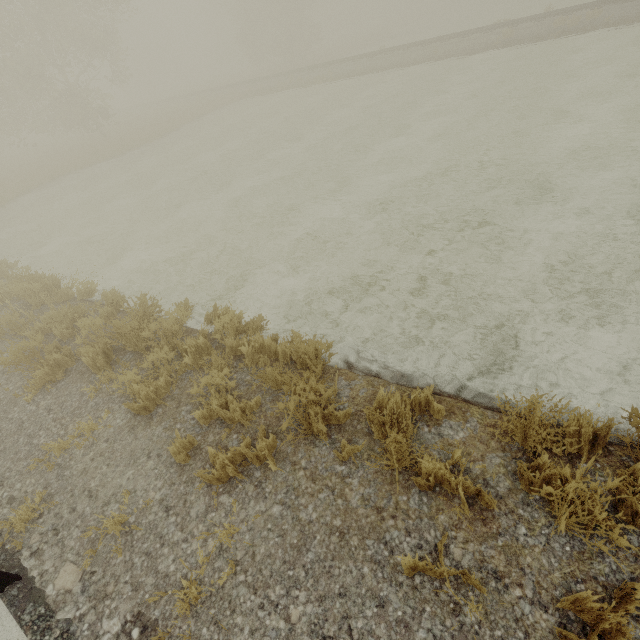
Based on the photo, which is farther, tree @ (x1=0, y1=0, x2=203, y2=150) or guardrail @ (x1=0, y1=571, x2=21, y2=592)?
tree @ (x1=0, y1=0, x2=203, y2=150)

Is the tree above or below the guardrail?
above

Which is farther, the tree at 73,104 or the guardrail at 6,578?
the tree at 73,104

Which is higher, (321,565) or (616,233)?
(321,565)

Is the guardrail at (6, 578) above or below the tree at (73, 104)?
below
